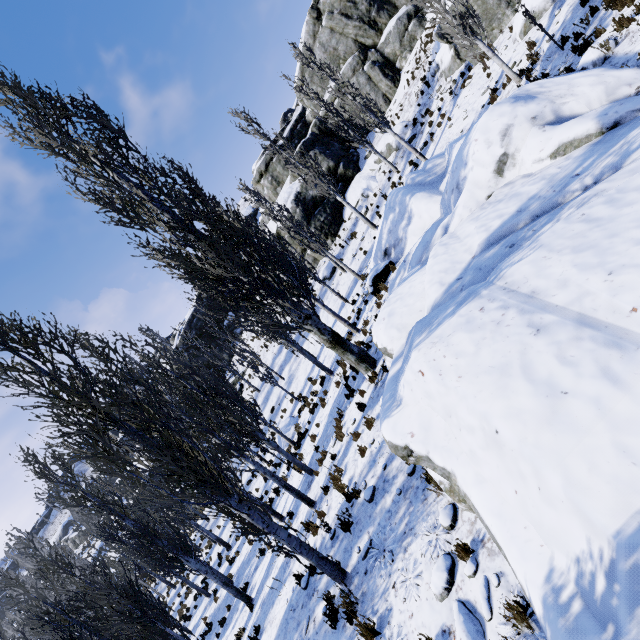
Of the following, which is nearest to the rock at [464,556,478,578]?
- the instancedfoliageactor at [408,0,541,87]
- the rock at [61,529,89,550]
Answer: the instancedfoliageactor at [408,0,541,87]

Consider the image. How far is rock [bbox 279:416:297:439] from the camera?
20.0m

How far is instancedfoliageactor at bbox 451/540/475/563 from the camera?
4.4 meters

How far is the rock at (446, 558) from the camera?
4.4 meters

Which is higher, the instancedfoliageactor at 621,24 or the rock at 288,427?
the instancedfoliageactor at 621,24

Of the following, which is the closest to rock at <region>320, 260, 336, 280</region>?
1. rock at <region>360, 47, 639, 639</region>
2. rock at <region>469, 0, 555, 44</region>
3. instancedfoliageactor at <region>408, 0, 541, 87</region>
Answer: instancedfoliageactor at <region>408, 0, 541, 87</region>

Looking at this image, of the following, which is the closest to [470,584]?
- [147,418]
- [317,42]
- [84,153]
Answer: [147,418]
